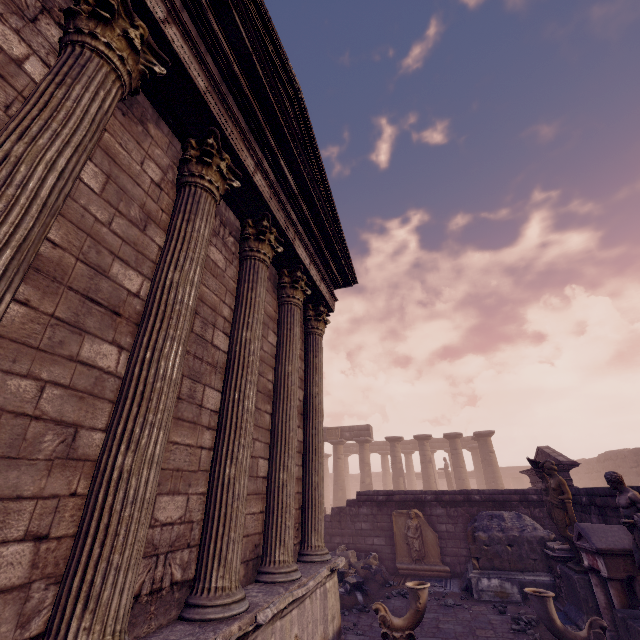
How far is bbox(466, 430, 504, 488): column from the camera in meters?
22.1 m

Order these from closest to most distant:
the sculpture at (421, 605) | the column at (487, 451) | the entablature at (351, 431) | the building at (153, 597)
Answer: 1. the building at (153, 597)
2. the sculpture at (421, 605)
3. the column at (487, 451)
4. the entablature at (351, 431)

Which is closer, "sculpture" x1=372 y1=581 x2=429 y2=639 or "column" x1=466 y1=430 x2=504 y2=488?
"sculpture" x1=372 y1=581 x2=429 y2=639

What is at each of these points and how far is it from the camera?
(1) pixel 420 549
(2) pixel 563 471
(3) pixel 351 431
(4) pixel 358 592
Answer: (1) relief sculpture, 11.3 meters
(2) entablature, 10.9 meters
(3) entablature, 26.5 meters
(4) debris pile, 8.9 meters

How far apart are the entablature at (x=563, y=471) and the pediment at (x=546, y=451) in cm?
4

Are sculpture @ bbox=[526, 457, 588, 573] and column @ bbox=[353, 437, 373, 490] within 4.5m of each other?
no

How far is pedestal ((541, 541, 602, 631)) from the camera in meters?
6.4

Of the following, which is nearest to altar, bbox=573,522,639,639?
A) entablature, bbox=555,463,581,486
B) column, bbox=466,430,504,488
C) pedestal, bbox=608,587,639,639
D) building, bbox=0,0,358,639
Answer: pedestal, bbox=608,587,639,639
